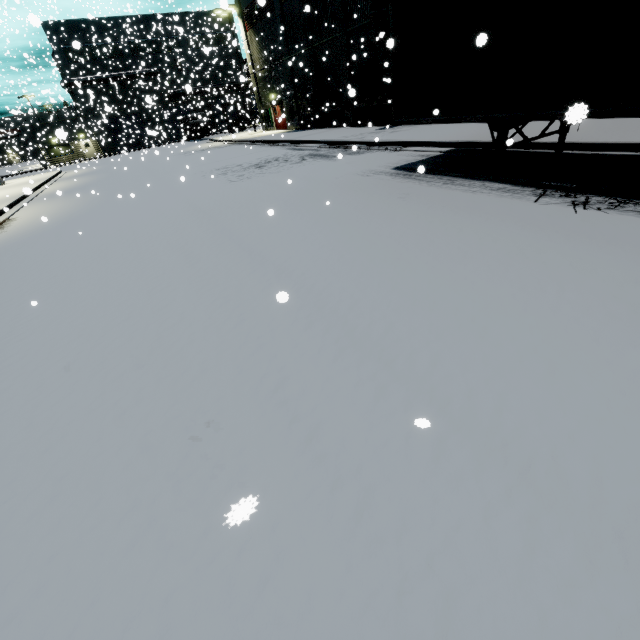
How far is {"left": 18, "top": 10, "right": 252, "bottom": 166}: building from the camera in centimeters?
3517cm

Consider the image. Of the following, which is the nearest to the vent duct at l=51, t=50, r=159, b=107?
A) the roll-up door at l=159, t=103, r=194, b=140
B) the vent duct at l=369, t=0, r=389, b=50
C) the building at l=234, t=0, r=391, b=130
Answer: the building at l=234, t=0, r=391, b=130

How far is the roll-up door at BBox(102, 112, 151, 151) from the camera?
43.5m

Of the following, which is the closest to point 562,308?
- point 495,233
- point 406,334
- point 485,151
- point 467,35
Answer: point 406,334

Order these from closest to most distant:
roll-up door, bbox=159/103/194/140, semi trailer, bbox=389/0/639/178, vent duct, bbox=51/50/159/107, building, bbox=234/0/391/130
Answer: semi trailer, bbox=389/0/639/178 → building, bbox=234/0/391/130 → vent duct, bbox=51/50/159/107 → roll-up door, bbox=159/103/194/140

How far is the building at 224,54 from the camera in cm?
3517

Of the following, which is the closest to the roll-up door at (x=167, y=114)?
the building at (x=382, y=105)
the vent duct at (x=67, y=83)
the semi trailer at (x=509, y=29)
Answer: the building at (x=382, y=105)

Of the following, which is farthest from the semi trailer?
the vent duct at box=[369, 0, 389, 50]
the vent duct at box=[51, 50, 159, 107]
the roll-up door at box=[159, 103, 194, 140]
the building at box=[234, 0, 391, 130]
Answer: the vent duct at box=[51, 50, 159, 107]
